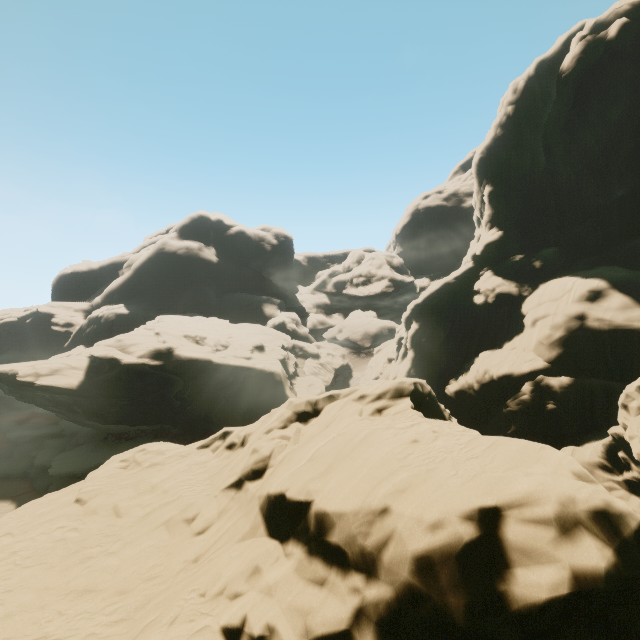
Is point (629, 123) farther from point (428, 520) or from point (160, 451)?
point (160, 451)
